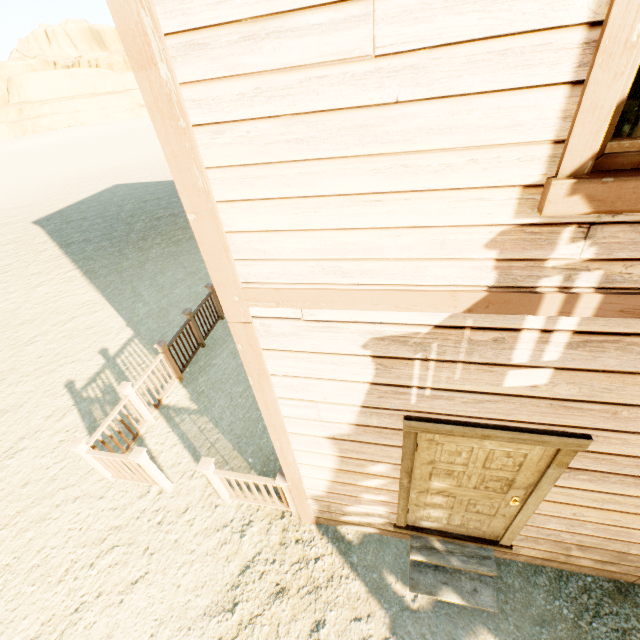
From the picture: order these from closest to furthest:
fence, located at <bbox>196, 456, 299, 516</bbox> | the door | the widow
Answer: the widow < the door < fence, located at <bbox>196, 456, 299, 516</bbox>

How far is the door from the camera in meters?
2.3

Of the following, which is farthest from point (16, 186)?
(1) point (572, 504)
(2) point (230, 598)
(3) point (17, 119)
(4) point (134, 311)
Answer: (3) point (17, 119)

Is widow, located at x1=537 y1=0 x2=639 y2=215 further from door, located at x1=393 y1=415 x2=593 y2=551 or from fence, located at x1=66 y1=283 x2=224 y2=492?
fence, located at x1=66 y1=283 x2=224 y2=492

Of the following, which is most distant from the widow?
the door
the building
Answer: the door

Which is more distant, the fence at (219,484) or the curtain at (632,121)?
the fence at (219,484)

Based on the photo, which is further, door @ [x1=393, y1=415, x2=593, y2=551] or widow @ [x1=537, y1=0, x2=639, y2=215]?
door @ [x1=393, y1=415, x2=593, y2=551]

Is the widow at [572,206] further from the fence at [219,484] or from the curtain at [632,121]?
the fence at [219,484]
